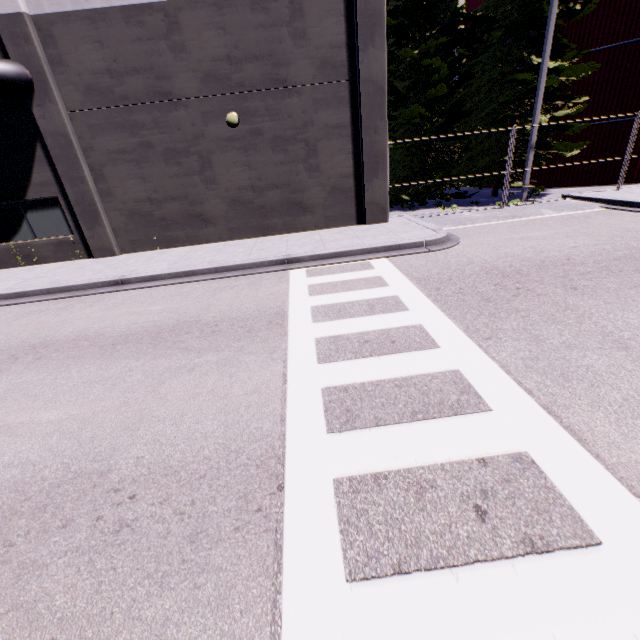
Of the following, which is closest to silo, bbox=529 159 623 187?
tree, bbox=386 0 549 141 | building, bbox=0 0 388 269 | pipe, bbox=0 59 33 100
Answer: building, bbox=0 0 388 269

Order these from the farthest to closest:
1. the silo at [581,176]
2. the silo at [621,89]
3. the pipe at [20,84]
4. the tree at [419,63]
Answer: the silo at [581,176]
the silo at [621,89]
the tree at [419,63]
the pipe at [20,84]

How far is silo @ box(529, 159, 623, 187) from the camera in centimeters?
1648cm

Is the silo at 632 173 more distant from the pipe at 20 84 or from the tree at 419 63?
the pipe at 20 84

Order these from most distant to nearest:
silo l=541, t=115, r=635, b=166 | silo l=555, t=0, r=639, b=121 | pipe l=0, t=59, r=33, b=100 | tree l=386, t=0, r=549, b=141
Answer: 1. silo l=541, t=115, r=635, b=166
2. silo l=555, t=0, r=639, b=121
3. tree l=386, t=0, r=549, b=141
4. pipe l=0, t=59, r=33, b=100

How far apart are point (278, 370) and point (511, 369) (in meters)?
3.19

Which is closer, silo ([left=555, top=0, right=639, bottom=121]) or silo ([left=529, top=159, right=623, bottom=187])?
silo ([left=555, top=0, right=639, bottom=121])
